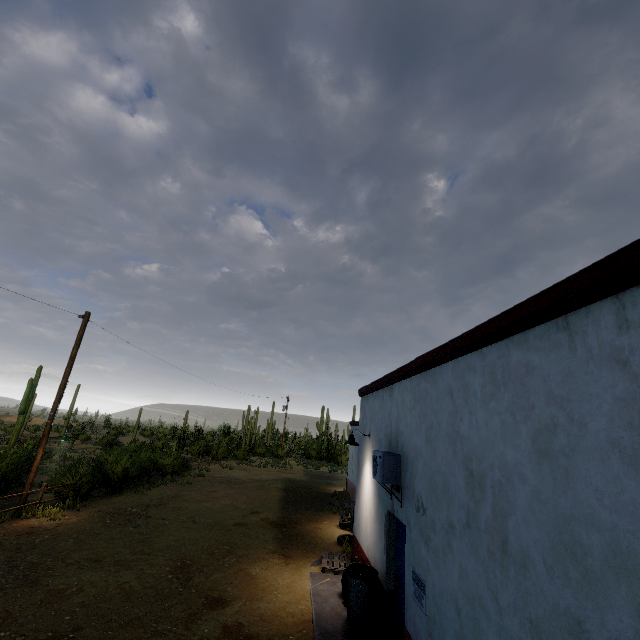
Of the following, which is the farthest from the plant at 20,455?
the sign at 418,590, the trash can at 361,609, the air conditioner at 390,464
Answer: the sign at 418,590

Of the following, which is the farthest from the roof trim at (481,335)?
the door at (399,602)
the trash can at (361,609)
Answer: the trash can at (361,609)

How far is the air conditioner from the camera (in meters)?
6.05

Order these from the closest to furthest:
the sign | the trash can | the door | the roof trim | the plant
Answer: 1. the roof trim
2. the sign
3. the door
4. the trash can
5. the plant

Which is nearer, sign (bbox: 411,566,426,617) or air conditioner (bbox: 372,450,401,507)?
sign (bbox: 411,566,426,617)

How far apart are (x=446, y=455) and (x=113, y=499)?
16.1m

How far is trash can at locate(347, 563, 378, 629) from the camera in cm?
636

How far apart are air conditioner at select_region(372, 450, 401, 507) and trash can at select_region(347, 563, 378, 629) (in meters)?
1.64
